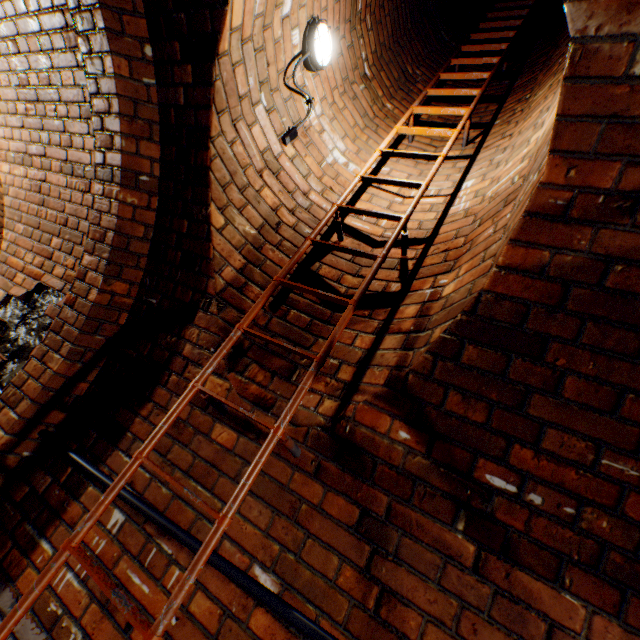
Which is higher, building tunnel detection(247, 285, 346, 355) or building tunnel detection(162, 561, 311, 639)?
building tunnel detection(247, 285, 346, 355)

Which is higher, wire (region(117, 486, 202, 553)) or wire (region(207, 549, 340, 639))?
wire (region(207, 549, 340, 639))

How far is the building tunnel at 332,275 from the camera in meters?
1.9 m

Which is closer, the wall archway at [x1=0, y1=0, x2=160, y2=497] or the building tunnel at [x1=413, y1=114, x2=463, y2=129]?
the wall archway at [x1=0, y1=0, x2=160, y2=497]

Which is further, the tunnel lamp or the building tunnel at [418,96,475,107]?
the building tunnel at [418,96,475,107]

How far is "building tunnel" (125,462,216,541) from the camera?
1.38m

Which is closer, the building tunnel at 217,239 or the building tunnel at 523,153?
the building tunnel at 523,153

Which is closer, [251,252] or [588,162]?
[588,162]
